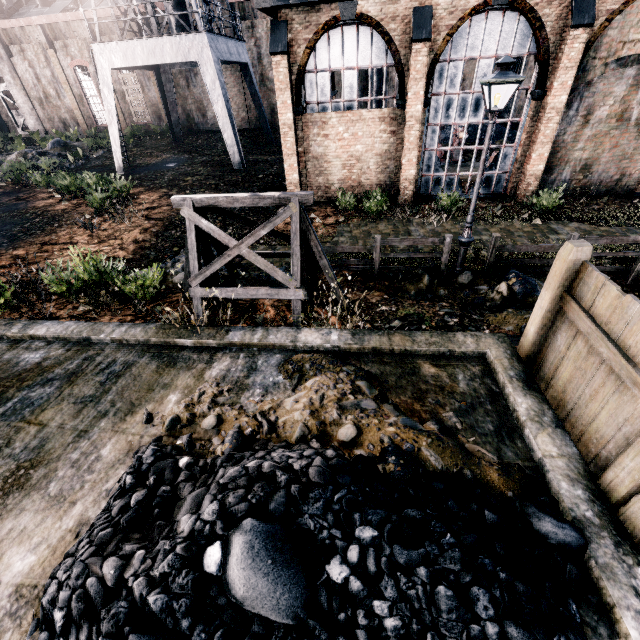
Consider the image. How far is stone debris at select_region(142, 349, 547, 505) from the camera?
3.9 meters

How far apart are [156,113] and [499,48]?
34.41m

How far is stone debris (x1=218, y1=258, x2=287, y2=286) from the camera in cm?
998

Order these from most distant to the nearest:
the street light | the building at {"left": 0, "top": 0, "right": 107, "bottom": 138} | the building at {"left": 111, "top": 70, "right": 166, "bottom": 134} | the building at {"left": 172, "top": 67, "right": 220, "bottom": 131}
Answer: the building at {"left": 111, "top": 70, "right": 166, "bottom": 134}, the building at {"left": 172, "top": 67, "right": 220, "bottom": 131}, the building at {"left": 0, "top": 0, "right": 107, "bottom": 138}, the street light

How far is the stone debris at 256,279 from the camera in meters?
10.0 m

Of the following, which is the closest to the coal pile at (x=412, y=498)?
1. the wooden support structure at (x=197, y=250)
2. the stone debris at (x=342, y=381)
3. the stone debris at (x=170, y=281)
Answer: the stone debris at (x=342, y=381)

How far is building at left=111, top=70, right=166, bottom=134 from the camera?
32.7m

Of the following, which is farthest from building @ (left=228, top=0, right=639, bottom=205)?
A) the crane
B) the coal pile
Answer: the coal pile
